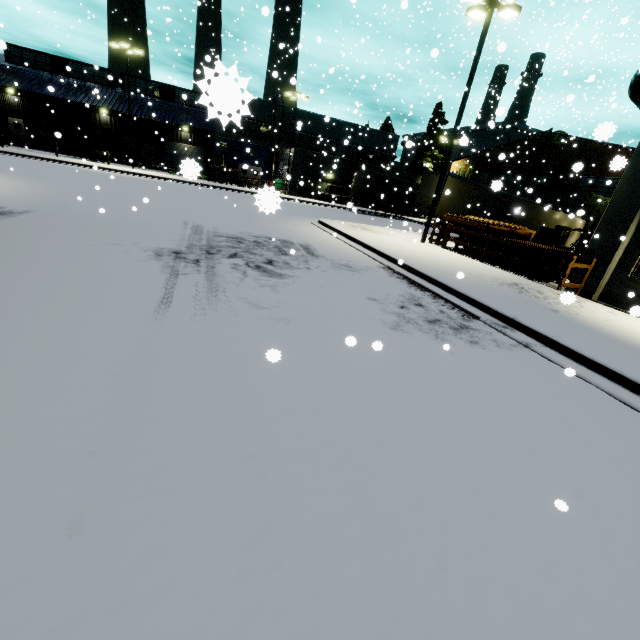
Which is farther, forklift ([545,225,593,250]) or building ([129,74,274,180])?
forklift ([545,225,593,250])

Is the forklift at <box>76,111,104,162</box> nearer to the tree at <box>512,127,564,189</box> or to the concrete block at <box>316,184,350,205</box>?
the concrete block at <box>316,184,350,205</box>

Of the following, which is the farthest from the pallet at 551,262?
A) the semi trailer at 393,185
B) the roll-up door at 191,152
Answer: the semi trailer at 393,185

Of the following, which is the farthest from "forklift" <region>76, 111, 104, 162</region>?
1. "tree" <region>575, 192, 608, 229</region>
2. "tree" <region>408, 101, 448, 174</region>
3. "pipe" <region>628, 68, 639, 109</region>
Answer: "tree" <region>408, 101, 448, 174</region>

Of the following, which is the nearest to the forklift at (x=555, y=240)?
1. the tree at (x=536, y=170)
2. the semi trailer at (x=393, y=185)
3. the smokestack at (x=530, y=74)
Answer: the semi trailer at (x=393, y=185)

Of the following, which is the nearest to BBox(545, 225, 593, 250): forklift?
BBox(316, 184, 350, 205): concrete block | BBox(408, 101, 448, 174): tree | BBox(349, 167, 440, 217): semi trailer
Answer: BBox(349, 167, 440, 217): semi trailer

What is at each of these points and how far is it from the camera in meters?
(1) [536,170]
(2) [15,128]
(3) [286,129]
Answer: (1) tree, 30.8
(2) door, 38.9
(3) building, 41.1

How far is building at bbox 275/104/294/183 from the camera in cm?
3947
